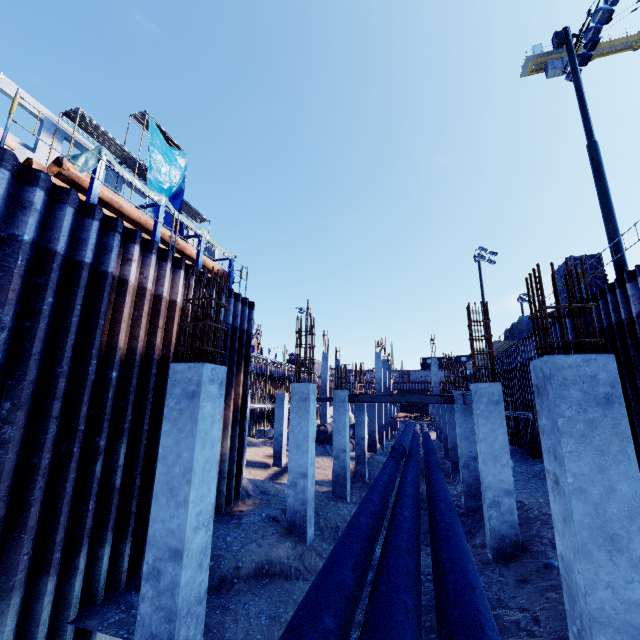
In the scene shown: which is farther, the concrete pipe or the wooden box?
the concrete pipe

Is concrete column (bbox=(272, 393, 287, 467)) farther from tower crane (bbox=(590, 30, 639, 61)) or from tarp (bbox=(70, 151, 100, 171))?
tower crane (bbox=(590, 30, 639, 61))

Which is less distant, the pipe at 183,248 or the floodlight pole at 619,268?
the pipe at 183,248

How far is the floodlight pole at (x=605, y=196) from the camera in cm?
1098

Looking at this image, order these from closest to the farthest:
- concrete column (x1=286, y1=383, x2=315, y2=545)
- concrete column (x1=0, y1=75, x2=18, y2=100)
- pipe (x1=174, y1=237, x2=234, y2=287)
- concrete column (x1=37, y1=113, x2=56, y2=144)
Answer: concrete column (x1=286, y1=383, x2=315, y2=545), pipe (x1=174, y1=237, x2=234, y2=287), concrete column (x1=0, y1=75, x2=18, y2=100), concrete column (x1=37, y1=113, x2=56, y2=144)

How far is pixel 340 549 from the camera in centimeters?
512cm

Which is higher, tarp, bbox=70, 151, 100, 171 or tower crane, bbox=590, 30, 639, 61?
tower crane, bbox=590, 30, 639, 61

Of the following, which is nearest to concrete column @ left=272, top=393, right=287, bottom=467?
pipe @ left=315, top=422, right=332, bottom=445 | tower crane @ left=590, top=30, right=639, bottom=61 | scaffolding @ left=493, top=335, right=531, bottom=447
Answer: pipe @ left=315, top=422, right=332, bottom=445
